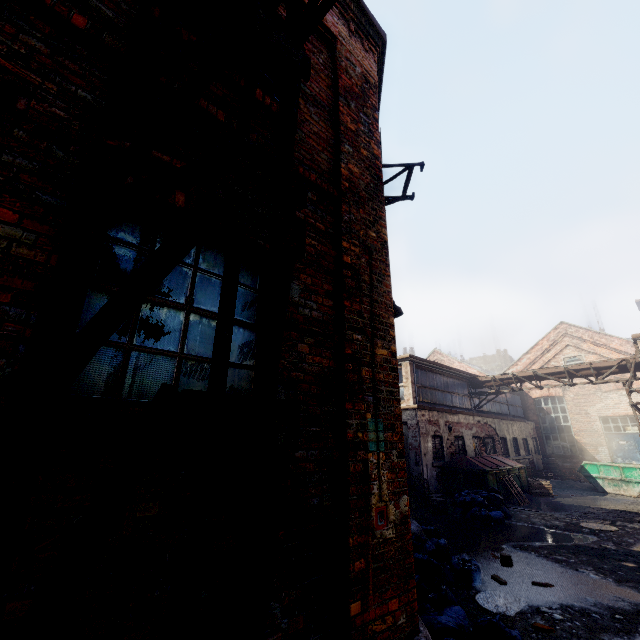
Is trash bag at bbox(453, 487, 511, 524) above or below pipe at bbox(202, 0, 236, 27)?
below

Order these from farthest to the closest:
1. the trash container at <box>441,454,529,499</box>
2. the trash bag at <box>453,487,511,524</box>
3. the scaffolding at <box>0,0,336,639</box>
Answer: the trash container at <box>441,454,529,499</box>
the trash bag at <box>453,487,511,524</box>
the scaffolding at <box>0,0,336,639</box>

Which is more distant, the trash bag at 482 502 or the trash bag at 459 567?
the trash bag at 482 502

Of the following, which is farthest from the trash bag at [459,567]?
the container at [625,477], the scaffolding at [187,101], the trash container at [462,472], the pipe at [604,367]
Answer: the container at [625,477]

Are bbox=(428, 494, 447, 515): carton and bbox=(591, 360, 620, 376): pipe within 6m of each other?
no

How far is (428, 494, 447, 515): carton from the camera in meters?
11.4

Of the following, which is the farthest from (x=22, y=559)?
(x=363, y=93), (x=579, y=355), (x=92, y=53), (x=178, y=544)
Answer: (x=579, y=355)

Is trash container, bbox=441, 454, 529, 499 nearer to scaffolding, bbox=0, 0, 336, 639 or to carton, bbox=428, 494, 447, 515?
carton, bbox=428, 494, 447, 515
